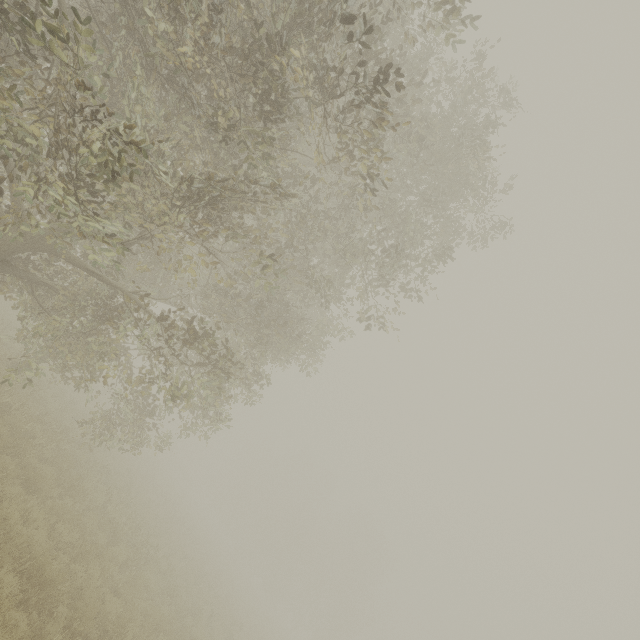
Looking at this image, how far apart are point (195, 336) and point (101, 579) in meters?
7.0 m

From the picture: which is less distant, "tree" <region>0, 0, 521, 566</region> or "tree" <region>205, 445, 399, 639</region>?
"tree" <region>0, 0, 521, 566</region>

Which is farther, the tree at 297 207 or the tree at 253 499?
the tree at 253 499
